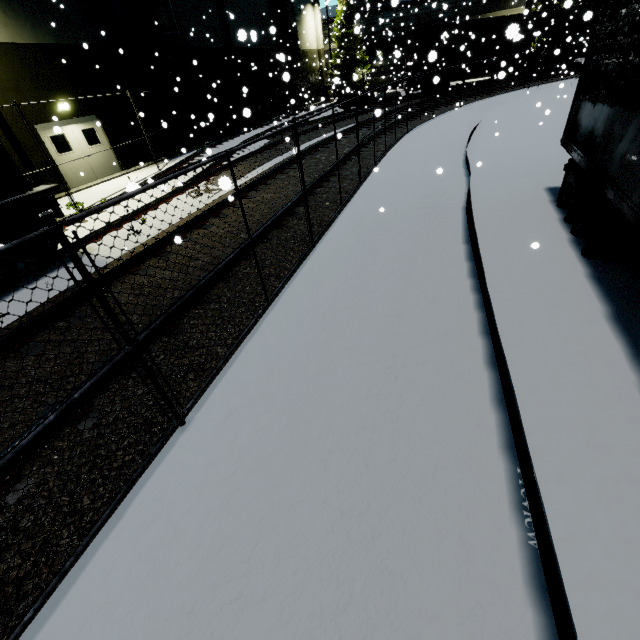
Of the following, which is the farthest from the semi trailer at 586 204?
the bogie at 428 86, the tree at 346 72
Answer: the bogie at 428 86

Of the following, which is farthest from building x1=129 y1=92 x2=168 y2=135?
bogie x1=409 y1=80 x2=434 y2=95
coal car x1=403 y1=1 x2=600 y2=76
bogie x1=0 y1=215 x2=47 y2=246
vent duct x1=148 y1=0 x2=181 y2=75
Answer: bogie x1=409 y1=80 x2=434 y2=95

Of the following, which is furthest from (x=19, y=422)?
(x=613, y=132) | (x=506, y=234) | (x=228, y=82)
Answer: (x=228, y=82)

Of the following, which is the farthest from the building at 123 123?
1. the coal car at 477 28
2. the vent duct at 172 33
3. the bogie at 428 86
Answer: the bogie at 428 86

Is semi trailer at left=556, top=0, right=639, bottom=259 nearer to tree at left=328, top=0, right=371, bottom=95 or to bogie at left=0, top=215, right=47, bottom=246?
tree at left=328, top=0, right=371, bottom=95

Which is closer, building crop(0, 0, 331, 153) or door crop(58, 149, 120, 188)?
building crop(0, 0, 331, 153)

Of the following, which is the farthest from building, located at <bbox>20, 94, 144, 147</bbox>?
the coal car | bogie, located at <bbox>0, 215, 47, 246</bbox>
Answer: bogie, located at <bbox>0, 215, 47, 246</bbox>

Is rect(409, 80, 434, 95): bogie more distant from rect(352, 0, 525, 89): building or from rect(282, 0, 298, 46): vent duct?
rect(282, 0, 298, 46): vent duct
